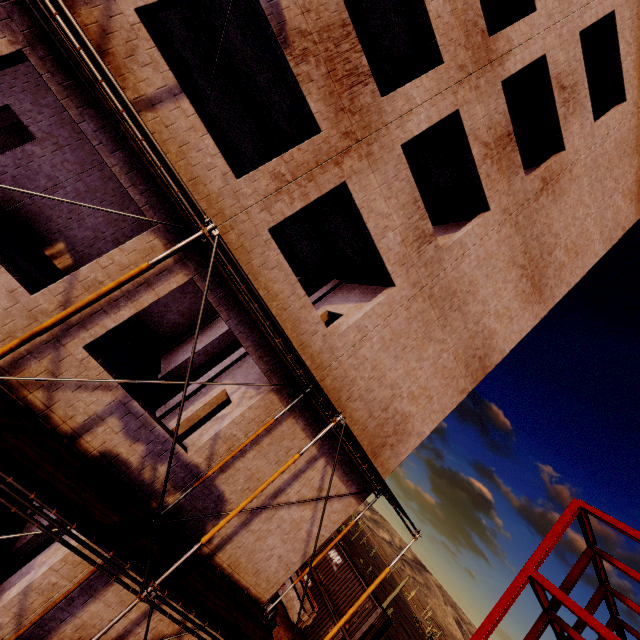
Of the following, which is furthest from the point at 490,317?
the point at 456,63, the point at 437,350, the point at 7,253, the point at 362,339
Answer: the point at 7,253

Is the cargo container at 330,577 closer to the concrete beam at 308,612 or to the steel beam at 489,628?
the concrete beam at 308,612

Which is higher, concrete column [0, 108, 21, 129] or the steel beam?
the steel beam

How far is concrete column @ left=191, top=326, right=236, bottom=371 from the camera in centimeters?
1401cm

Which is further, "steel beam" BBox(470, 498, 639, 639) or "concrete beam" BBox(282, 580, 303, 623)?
"concrete beam" BBox(282, 580, 303, 623)

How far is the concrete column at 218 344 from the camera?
14.0 meters

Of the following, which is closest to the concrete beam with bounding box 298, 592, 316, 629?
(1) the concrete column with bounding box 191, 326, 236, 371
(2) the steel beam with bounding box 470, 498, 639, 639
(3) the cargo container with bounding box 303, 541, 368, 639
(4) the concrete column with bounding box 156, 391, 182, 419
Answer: (3) the cargo container with bounding box 303, 541, 368, 639

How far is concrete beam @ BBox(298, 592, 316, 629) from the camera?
20.33m
